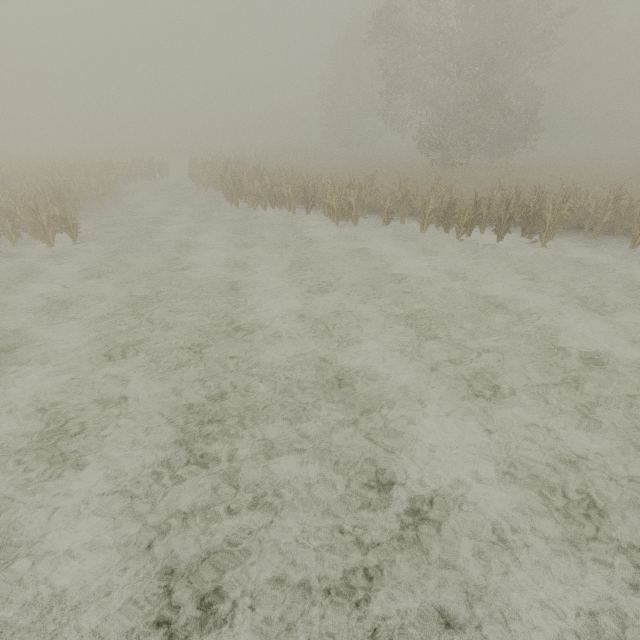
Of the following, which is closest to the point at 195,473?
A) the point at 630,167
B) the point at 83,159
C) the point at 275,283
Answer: the point at 275,283
